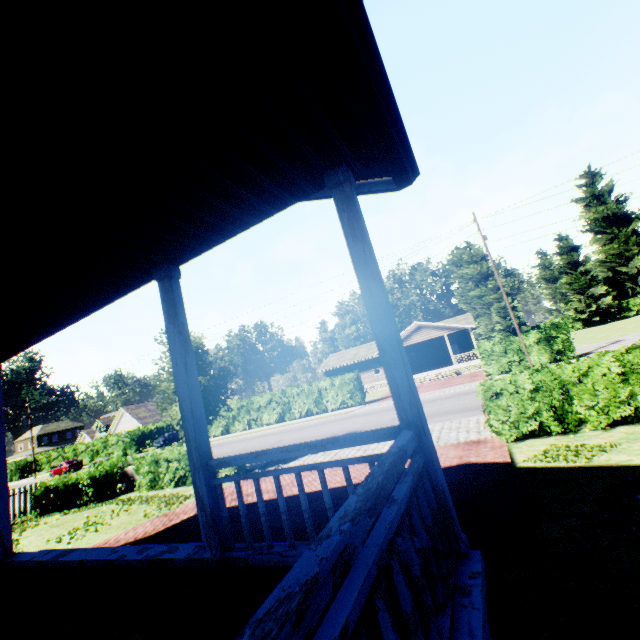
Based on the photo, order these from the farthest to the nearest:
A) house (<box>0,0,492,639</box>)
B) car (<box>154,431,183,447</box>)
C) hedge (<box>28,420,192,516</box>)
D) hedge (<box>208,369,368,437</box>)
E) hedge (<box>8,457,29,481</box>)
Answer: hedge (<box>8,457,29,481</box>), car (<box>154,431,183,447</box>), hedge (<box>208,369,368,437</box>), hedge (<box>28,420,192,516</box>), house (<box>0,0,492,639</box>)

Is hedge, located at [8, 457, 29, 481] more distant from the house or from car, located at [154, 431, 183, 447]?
the house

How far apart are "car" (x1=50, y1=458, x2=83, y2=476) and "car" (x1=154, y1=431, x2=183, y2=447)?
9.04m

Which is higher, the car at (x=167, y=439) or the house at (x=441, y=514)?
the house at (x=441, y=514)

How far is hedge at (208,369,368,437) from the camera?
29.41m

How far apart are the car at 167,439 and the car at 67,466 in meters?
9.0 m

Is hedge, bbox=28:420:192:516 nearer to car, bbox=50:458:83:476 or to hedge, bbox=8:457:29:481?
car, bbox=50:458:83:476

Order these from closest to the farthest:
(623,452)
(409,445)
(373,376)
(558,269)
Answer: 1. (409,445)
2. (623,452)
3. (373,376)
4. (558,269)
